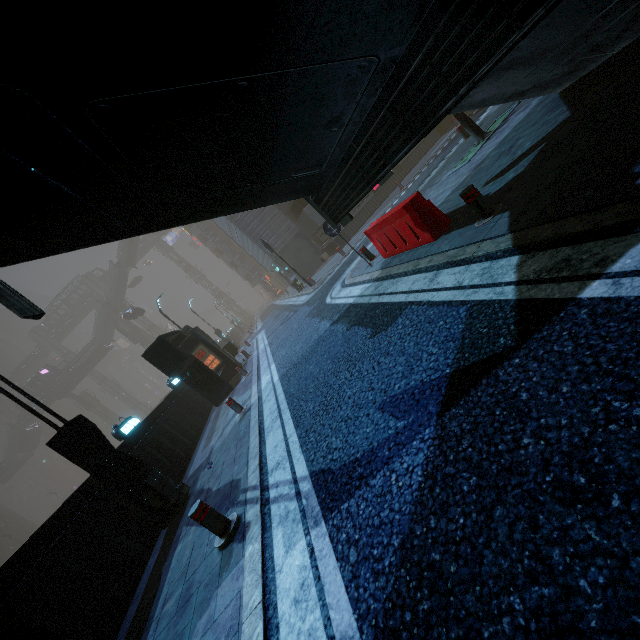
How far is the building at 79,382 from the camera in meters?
55.6 m

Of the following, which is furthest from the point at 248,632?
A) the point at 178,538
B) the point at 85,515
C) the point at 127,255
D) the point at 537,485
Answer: the point at 127,255

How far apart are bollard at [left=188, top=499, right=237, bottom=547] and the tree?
11.0m

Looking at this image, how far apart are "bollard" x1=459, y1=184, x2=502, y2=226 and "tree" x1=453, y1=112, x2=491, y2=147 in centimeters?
588cm

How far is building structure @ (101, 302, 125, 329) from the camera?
54.59m

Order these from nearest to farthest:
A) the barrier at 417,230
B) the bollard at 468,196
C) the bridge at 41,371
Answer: the bollard at 468,196 → the barrier at 417,230 → the bridge at 41,371

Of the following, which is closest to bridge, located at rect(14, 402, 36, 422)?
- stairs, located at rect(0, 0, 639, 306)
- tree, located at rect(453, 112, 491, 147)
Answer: stairs, located at rect(0, 0, 639, 306)

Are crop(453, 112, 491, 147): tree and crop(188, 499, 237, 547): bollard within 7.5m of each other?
no
